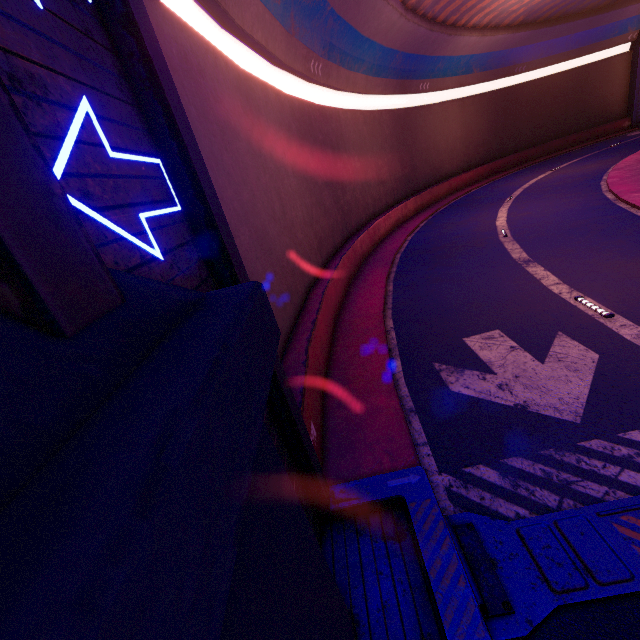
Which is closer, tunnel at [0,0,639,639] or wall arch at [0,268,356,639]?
wall arch at [0,268,356,639]

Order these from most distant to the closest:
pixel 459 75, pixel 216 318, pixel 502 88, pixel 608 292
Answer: pixel 502 88 < pixel 459 75 < pixel 608 292 < pixel 216 318

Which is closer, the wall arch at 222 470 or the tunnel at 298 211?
the wall arch at 222 470
